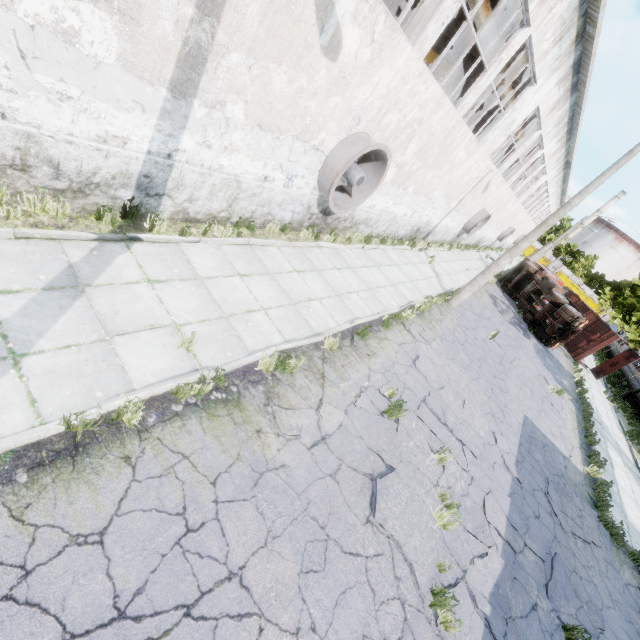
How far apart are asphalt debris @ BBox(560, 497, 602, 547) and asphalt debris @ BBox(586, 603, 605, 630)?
A: 1.4 meters

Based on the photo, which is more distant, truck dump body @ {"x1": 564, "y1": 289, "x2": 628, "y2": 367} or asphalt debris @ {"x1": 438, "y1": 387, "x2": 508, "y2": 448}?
truck dump body @ {"x1": 564, "y1": 289, "x2": 628, "y2": 367}

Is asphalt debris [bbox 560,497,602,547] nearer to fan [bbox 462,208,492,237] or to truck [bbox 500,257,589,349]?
truck [bbox 500,257,589,349]

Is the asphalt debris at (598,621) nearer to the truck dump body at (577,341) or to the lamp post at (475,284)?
the lamp post at (475,284)

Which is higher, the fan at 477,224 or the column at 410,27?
the column at 410,27

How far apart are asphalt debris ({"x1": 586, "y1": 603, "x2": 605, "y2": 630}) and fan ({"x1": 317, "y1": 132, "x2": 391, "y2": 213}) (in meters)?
10.87

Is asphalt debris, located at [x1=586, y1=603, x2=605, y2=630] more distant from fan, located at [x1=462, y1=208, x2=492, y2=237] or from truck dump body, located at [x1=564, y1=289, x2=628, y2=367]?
truck dump body, located at [x1=564, y1=289, x2=628, y2=367]

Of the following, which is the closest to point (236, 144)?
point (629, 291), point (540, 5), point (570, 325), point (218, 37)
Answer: point (218, 37)
